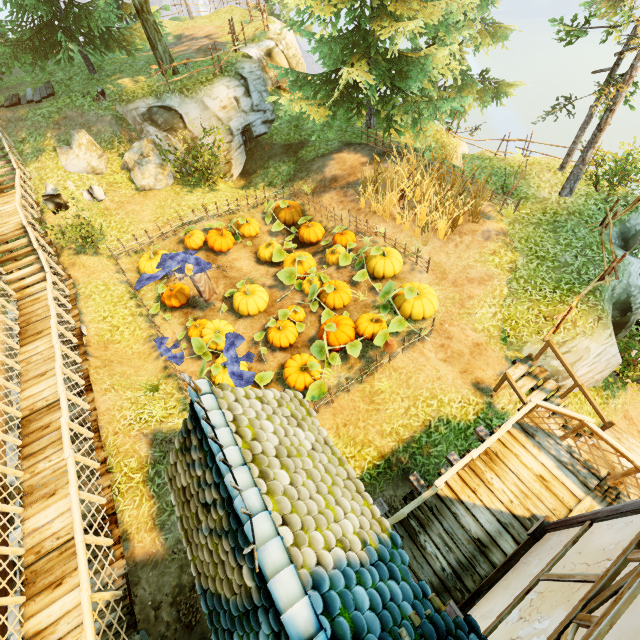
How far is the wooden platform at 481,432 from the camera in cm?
691

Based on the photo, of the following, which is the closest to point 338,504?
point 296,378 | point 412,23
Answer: point 296,378

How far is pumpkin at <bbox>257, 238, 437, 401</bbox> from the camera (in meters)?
8.66

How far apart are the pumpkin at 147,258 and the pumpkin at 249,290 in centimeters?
236cm

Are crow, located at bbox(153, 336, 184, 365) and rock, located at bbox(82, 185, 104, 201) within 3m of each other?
no

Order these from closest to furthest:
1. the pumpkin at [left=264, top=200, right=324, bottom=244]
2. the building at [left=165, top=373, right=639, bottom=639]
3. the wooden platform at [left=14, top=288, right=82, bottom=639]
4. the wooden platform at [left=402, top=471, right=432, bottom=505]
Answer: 1. the building at [left=165, top=373, right=639, bottom=639]
2. the wooden platform at [left=14, top=288, right=82, bottom=639]
3. the wooden platform at [left=402, top=471, right=432, bottom=505]
4. the pumpkin at [left=264, top=200, right=324, bottom=244]

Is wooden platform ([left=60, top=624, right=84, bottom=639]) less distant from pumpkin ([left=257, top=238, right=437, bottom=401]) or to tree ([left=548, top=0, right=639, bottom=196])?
pumpkin ([left=257, top=238, right=437, bottom=401])

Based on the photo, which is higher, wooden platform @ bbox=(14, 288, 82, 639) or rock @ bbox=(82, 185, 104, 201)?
rock @ bbox=(82, 185, 104, 201)
